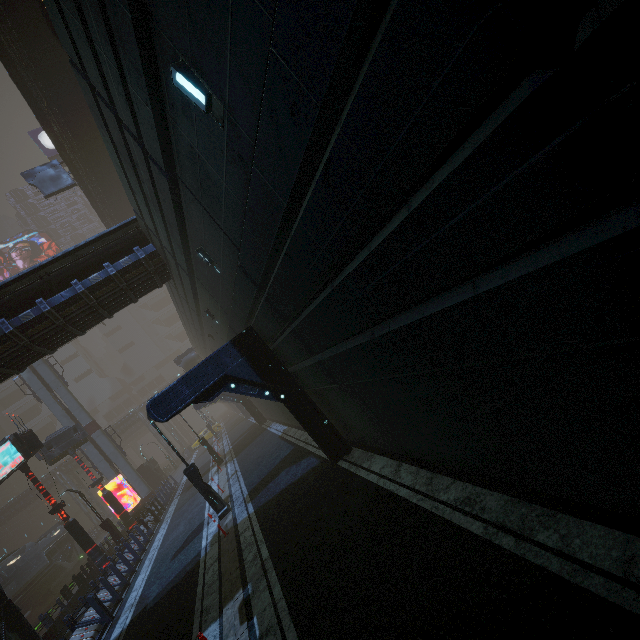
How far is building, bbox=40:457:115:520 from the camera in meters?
49.8

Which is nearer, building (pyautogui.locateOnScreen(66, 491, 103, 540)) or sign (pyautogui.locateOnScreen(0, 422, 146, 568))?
sign (pyautogui.locateOnScreen(0, 422, 146, 568))

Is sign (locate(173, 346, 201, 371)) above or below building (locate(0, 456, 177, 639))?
above

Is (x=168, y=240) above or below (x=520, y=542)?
above

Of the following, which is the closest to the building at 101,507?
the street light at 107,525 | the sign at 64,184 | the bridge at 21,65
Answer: the sign at 64,184

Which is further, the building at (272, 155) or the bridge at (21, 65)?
the bridge at (21, 65)

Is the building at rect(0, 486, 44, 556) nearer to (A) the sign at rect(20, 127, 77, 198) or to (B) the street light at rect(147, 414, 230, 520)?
(A) the sign at rect(20, 127, 77, 198)

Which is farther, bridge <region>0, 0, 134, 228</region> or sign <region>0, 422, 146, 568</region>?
sign <region>0, 422, 146, 568</region>
